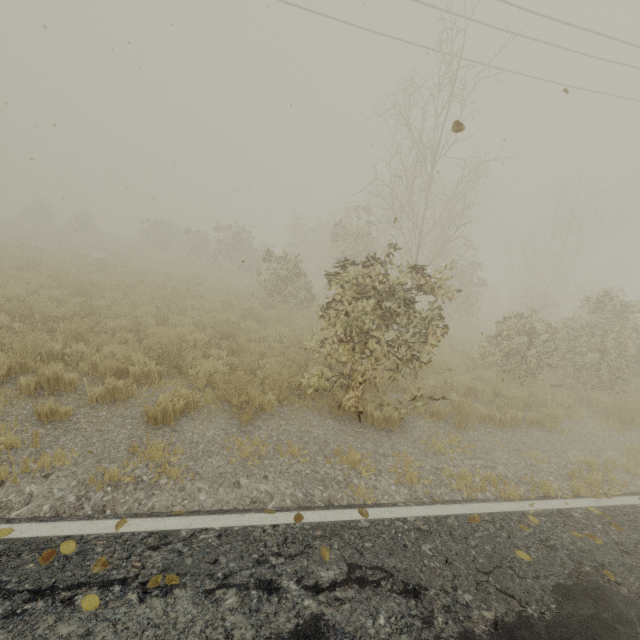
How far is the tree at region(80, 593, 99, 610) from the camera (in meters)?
2.35

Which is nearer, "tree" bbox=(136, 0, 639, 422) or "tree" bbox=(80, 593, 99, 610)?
"tree" bbox=(80, 593, 99, 610)

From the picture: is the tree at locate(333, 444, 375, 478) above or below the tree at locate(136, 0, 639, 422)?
below

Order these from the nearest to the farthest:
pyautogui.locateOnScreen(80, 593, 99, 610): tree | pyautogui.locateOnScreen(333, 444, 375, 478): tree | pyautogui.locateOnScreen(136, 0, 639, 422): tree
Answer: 1. pyautogui.locateOnScreen(80, 593, 99, 610): tree
2. pyautogui.locateOnScreen(333, 444, 375, 478): tree
3. pyautogui.locateOnScreen(136, 0, 639, 422): tree

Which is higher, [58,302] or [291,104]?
[291,104]

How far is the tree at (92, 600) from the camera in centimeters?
235cm
